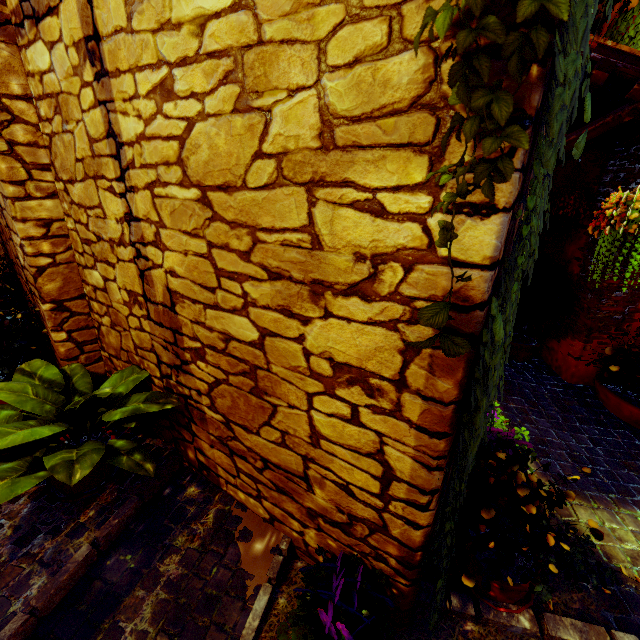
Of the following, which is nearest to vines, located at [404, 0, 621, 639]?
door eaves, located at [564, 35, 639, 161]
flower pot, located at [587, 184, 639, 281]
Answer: door eaves, located at [564, 35, 639, 161]

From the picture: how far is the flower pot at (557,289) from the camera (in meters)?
3.64

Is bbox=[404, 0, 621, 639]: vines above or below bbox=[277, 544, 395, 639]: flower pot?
above

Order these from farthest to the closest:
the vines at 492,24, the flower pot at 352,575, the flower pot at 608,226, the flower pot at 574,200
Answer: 1. the flower pot at 574,200
2. the flower pot at 608,226
3. the flower pot at 352,575
4. the vines at 492,24

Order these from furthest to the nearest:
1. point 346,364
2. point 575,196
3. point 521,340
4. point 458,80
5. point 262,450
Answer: point 521,340
point 575,196
point 262,450
point 346,364
point 458,80

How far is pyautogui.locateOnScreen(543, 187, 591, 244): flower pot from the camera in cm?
343

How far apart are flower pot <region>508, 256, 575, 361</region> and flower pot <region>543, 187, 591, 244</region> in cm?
32

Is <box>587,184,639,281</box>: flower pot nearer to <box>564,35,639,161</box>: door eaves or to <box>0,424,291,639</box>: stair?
<box>564,35,639,161</box>: door eaves
